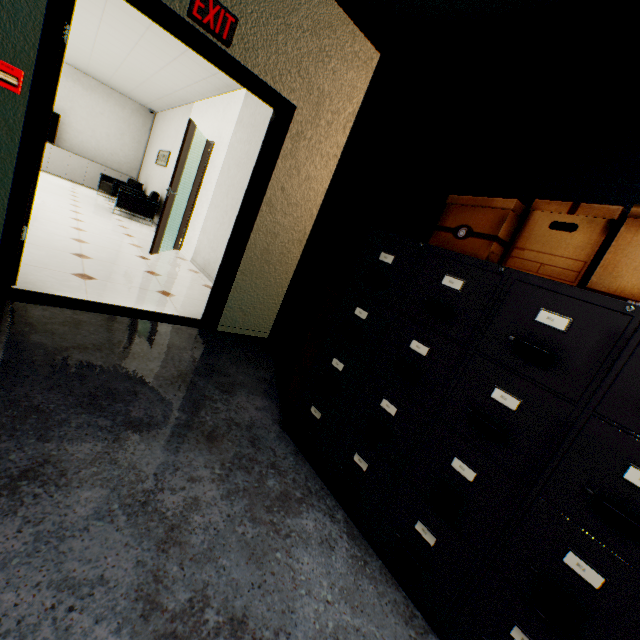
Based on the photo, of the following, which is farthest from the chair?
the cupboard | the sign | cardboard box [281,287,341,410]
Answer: cardboard box [281,287,341,410]

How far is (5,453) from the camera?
1.2 meters

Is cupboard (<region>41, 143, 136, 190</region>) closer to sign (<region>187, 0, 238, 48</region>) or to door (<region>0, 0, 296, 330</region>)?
door (<region>0, 0, 296, 330</region>)

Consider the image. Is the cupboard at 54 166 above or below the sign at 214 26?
below

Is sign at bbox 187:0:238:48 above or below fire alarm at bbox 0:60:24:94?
above

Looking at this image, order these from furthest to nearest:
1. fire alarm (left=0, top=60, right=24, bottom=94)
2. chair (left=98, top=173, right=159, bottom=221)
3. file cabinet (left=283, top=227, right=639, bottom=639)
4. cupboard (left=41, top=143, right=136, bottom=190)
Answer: cupboard (left=41, top=143, right=136, bottom=190)
chair (left=98, top=173, right=159, bottom=221)
fire alarm (left=0, top=60, right=24, bottom=94)
file cabinet (left=283, top=227, right=639, bottom=639)

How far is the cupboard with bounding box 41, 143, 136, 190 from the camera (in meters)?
9.16

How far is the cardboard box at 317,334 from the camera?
2.20m
